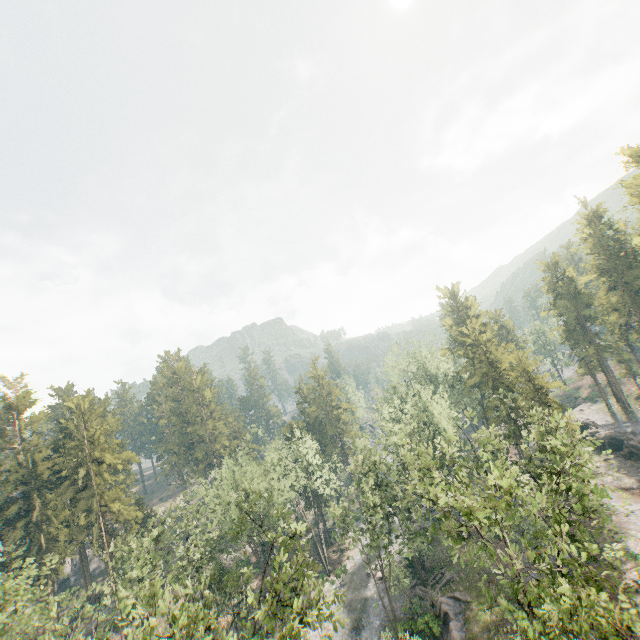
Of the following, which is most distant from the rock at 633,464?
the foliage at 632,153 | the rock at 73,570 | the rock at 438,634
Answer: the rock at 73,570

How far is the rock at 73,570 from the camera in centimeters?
5705cm

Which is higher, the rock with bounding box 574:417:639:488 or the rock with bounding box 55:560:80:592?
the rock with bounding box 55:560:80:592

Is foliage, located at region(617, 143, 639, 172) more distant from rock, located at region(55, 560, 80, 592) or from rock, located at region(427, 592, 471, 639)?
rock, located at region(55, 560, 80, 592)

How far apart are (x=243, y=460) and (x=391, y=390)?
28.19m

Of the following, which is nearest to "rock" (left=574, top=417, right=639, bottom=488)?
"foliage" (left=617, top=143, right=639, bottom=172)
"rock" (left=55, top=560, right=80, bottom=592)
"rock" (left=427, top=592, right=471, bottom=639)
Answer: "foliage" (left=617, top=143, right=639, bottom=172)

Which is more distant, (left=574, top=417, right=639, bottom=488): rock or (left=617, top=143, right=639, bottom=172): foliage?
(left=617, top=143, right=639, bottom=172): foliage

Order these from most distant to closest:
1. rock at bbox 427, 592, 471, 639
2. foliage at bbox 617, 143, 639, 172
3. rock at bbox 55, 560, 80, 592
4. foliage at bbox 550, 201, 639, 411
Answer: rock at bbox 55, 560, 80, 592
foliage at bbox 550, 201, 639, 411
foliage at bbox 617, 143, 639, 172
rock at bbox 427, 592, 471, 639
